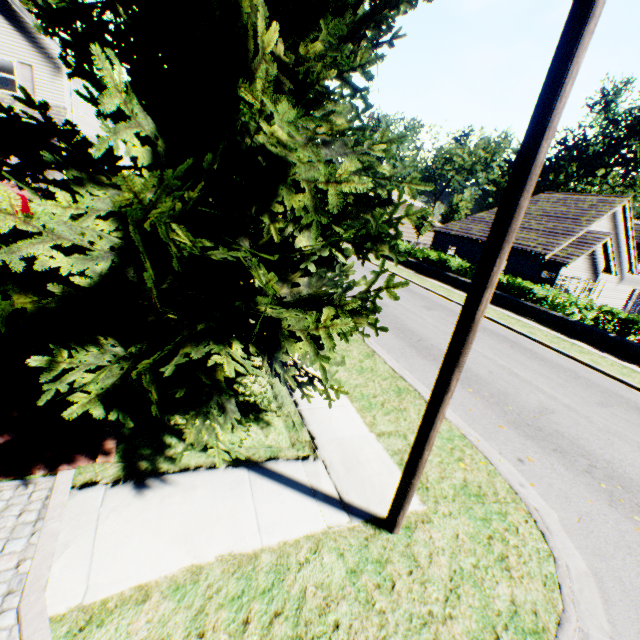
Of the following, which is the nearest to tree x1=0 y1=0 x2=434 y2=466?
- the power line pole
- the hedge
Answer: the power line pole

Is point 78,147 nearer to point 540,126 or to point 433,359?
point 540,126

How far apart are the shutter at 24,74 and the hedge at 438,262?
26.16m

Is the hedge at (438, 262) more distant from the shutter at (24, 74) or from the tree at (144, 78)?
the shutter at (24, 74)

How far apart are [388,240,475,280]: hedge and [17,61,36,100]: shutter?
→ 26.16m

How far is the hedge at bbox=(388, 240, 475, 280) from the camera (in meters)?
23.00

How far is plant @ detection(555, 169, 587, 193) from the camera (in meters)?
55.97

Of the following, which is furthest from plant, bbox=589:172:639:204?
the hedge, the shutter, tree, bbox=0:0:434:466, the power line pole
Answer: the power line pole
